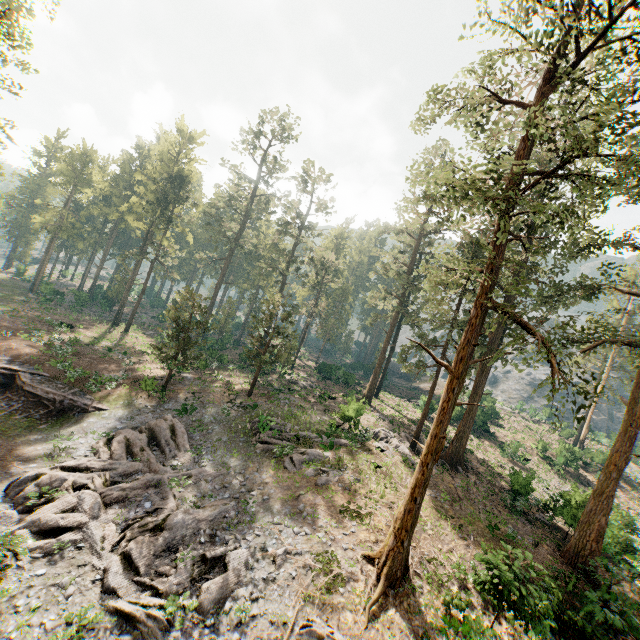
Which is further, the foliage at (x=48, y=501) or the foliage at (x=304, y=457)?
the foliage at (x=304, y=457)

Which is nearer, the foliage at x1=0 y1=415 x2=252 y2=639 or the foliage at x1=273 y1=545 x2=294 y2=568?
the foliage at x1=0 y1=415 x2=252 y2=639

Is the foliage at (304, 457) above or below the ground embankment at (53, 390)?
above

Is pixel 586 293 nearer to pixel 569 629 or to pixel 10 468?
pixel 569 629

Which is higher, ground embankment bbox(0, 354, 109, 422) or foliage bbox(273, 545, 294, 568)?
foliage bbox(273, 545, 294, 568)

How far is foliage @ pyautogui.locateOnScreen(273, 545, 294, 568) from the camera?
14.74m

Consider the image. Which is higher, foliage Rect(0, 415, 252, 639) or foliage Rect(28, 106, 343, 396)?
foliage Rect(28, 106, 343, 396)
